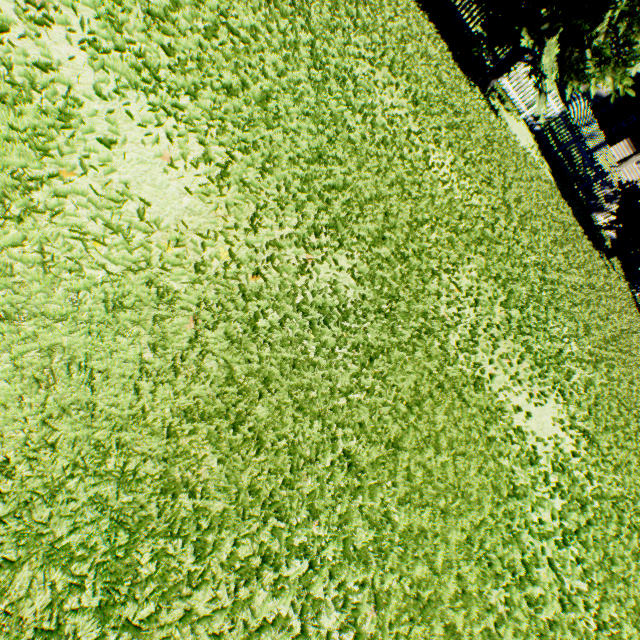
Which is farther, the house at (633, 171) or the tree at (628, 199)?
the house at (633, 171)

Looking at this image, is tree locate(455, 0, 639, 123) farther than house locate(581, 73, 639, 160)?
No

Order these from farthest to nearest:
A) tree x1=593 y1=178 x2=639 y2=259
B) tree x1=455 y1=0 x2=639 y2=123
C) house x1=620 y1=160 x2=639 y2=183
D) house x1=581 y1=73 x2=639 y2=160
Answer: house x1=620 y1=160 x2=639 y2=183 < house x1=581 y1=73 x2=639 y2=160 < tree x1=593 y1=178 x2=639 y2=259 < tree x1=455 y1=0 x2=639 y2=123

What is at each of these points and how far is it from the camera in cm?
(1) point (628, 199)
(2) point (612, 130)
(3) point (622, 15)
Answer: (1) tree, 1307
(2) house, 3053
(3) tree, 816
